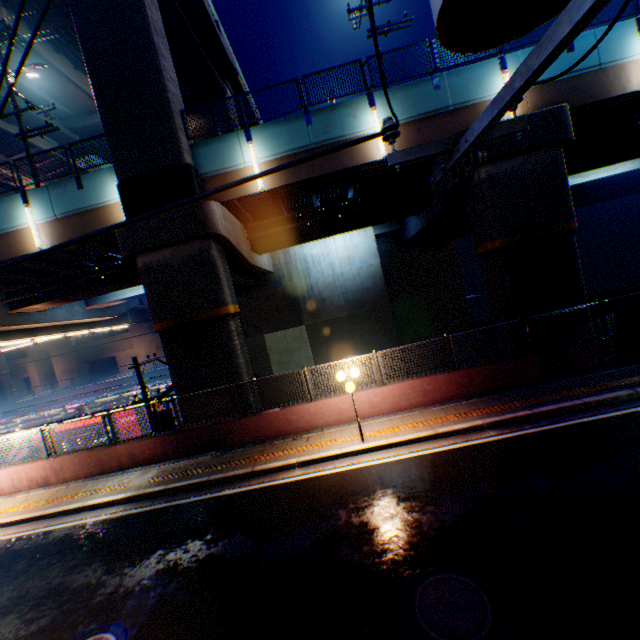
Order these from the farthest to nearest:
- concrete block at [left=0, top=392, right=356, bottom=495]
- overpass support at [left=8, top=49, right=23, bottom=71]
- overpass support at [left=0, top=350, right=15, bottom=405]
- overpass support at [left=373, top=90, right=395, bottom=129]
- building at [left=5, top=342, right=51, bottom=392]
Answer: building at [left=5, top=342, right=51, bottom=392] → overpass support at [left=0, top=350, right=15, bottom=405] → overpass support at [left=8, top=49, right=23, bottom=71] → overpass support at [left=373, top=90, right=395, bottom=129] → concrete block at [left=0, top=392, right=356, bottom=495]

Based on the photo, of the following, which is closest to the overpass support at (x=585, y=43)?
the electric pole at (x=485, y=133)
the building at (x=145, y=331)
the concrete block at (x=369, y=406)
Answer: the concrete block at (x=369, y=406)

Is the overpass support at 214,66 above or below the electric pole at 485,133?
above

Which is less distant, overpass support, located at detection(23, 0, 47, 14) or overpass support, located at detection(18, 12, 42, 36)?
overpass support, located at detection(23, 0, 47, 14)

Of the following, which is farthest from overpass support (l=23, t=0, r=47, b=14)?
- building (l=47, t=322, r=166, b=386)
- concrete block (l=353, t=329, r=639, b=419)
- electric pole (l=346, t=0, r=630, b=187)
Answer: electric pole (l=346, t=0, r=630, b=187)

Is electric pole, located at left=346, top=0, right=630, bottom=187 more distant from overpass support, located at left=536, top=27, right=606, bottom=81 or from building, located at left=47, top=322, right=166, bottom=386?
building, located at left=47, top=322, right=166, bottom=386

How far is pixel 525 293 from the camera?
12.23m
